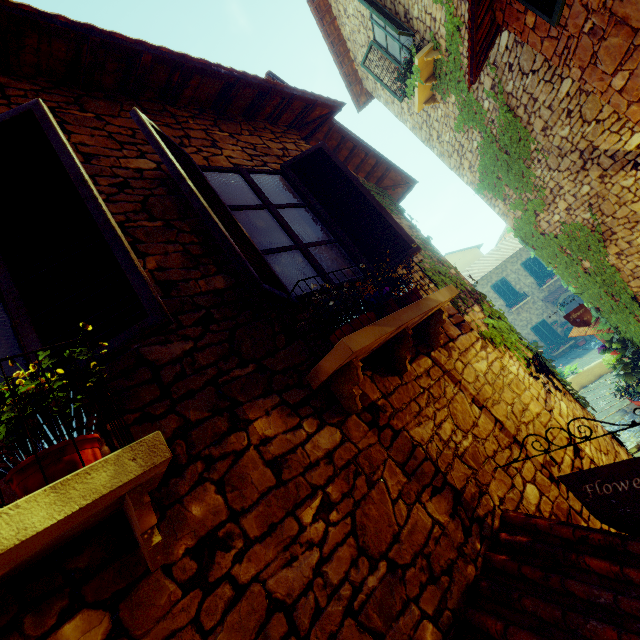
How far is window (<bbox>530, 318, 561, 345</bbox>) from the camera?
21.0 meters

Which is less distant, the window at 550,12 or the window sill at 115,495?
the window sill at 115,495

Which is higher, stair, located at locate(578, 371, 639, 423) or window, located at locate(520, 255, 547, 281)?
window, located at locate(520, 255, 547, 281)

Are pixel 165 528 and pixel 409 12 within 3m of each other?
no

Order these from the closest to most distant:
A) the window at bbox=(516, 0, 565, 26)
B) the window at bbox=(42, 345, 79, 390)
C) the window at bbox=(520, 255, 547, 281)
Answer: the window at bbox=(42, 345, 79, 390), the window at bbox=(516, 0, 565, 26), the window at bbox=(520, 255, 547, 281)

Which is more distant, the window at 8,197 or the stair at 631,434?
the stair at 631,434

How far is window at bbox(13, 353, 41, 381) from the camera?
1.4m

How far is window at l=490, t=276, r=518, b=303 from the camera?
21.98m
